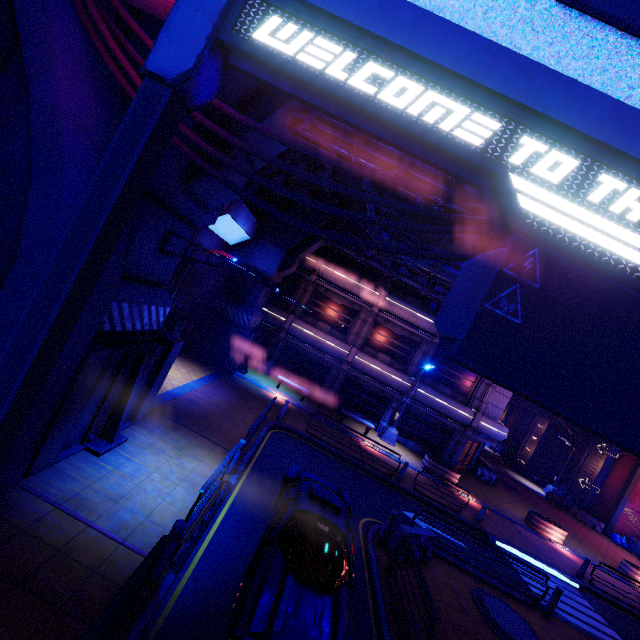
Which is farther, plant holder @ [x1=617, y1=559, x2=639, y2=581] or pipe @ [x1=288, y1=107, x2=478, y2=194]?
plant holder @ [x1=617, y1=559, x2=639, y2=581]

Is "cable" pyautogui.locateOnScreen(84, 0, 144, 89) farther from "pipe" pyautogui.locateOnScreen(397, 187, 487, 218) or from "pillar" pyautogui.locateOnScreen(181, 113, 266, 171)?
"pipe" pyautogui.locateOnScreen(397, 187, 487, 218)

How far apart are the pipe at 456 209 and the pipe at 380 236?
7.1 meters

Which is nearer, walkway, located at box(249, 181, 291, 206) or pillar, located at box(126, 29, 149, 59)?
pillar, located at box(126, 29, 149, 59)

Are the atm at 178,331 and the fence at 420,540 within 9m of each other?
no

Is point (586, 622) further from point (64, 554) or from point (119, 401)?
point (119, 401)

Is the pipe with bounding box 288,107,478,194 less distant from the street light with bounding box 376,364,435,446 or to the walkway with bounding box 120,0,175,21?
the walkway with bounding box 120,0,175,21

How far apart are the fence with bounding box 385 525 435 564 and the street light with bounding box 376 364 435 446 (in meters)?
11.08
